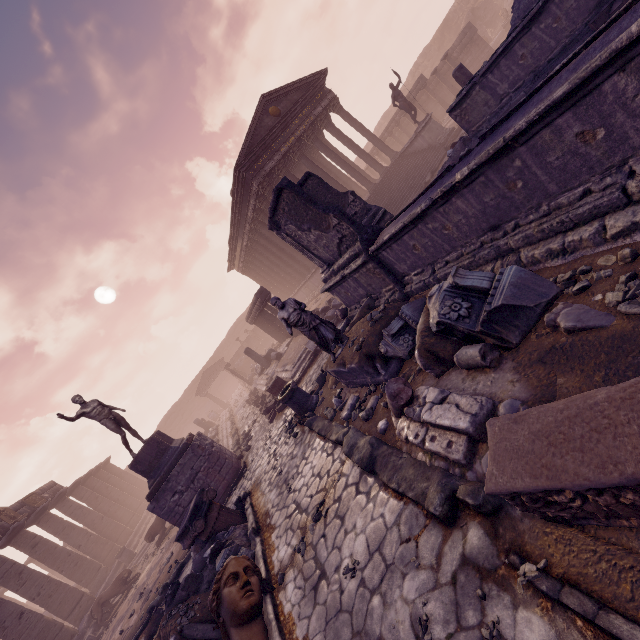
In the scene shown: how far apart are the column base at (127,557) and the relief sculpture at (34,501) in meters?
5.2

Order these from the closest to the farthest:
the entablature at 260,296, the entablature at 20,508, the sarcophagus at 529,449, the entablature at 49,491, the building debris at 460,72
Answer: the sarcophagus at 529,449 → the building debris at 460,72 → the entablature at 260,296 → the entablature at 20,508 → the entablature at 49,491

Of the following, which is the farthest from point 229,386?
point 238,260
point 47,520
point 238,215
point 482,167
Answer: point 482,167

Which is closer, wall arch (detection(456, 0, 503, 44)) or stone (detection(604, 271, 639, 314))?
stone (detection(604, 271, 639, 314))

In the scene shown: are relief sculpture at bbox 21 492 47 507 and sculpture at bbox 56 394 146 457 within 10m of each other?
no

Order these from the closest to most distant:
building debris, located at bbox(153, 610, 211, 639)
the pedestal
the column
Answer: building debris, located at bbox(153, 610, 211, 639) → the pedestal → the column

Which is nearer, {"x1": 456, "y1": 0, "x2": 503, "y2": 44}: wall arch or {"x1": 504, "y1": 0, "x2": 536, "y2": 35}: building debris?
{"x1": 504, "y1": 0, "x2": 536, "y2": 35}: building debris

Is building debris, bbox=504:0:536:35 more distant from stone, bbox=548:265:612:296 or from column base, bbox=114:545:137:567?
column base, bbox=114:545:137:567
